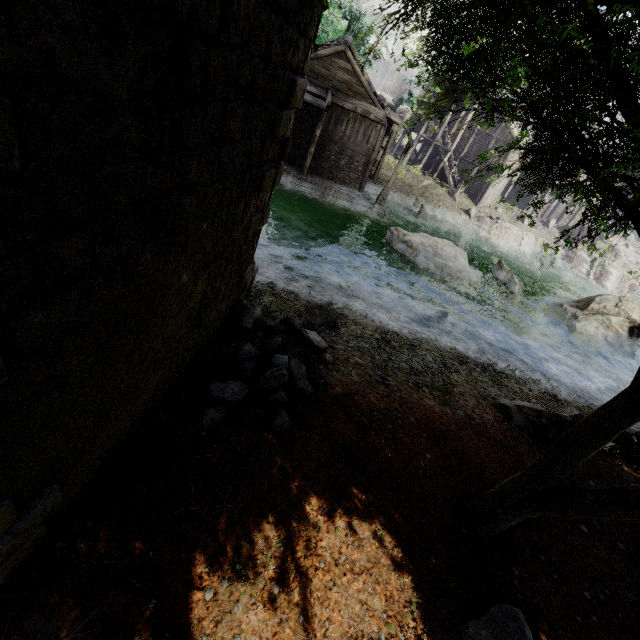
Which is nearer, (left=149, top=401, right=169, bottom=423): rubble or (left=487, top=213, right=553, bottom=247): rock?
(left=149, top=401, right=169, bottom=423): rubble

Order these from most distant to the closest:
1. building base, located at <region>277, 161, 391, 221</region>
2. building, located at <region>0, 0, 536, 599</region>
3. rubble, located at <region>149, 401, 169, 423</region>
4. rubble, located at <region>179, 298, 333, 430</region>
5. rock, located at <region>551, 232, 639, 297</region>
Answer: rock, located at <region>551, 232, 639, 297</region> < building base, located at <region>277, 161, 391, 221</region> < rubble, located at <region>179, 298, 333, 430</region> < rubble, located at <region>149, 401, 169, 423</region> < building, located at <region>0, 0, 536, 599</region>

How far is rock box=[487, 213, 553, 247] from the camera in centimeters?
3256cm

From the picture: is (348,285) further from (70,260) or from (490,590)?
(70,260)

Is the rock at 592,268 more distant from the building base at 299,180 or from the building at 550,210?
the building base at 299,180

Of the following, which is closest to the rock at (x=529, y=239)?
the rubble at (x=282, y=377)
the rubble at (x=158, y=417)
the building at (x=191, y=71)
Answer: the building at (x=191, y=71)

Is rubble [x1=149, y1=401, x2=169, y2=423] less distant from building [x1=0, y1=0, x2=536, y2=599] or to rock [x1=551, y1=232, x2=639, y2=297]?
building [x1=0, y1=0, x2=536, y2=599]

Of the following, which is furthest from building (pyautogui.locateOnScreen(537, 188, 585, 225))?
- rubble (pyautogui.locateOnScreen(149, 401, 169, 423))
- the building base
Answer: rubble (pyautogui.locateOnScreen(149, 401, 169, 423))
